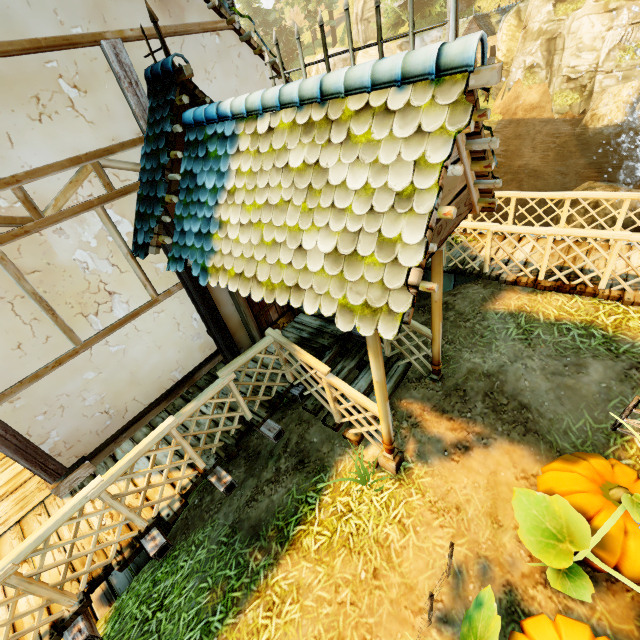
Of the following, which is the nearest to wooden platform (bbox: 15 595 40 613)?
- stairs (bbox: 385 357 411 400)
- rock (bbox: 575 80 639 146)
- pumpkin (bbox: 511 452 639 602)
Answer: stairs (bbox: 385 357 411 400)

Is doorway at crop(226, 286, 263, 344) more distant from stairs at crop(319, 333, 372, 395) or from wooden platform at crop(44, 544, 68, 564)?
stairs at crop(319, 333, 372, 395)

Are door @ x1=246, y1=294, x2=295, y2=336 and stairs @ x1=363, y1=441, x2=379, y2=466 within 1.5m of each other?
no

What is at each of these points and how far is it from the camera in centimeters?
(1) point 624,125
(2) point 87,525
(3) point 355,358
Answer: (1) rock, 1423cm
(2) wooden platform, 401cm
(3) stairs, 575cm

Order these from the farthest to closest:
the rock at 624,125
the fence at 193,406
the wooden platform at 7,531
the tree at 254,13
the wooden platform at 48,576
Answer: the tree at 254,13
the rock at 624,125
the wooden platform at 7,531
the wooden platform at 48,576
the fence at 193,406

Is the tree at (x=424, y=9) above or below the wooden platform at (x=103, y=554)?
above

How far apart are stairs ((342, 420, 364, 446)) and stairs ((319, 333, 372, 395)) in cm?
13

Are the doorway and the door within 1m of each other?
yes
